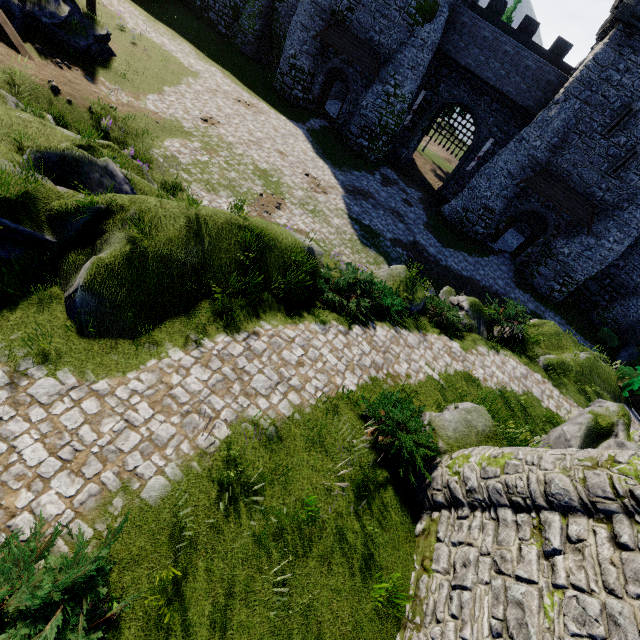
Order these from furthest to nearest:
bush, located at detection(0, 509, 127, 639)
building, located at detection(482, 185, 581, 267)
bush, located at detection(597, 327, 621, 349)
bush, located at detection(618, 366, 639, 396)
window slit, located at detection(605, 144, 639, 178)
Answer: bush, located at detection(597, 327, 621, 349), building, located at detection(482, 185, 581, 267), window slit, located at detection(605, 144, 639, 178), bush, located at detection(618, 366, 639, 396), bush, located at detection(0, 509, 127, 639)

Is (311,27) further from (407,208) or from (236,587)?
(236,587)

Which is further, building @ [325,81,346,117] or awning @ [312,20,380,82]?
building @ [325,81,346,117]

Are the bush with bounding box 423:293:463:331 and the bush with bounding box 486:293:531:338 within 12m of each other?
yes

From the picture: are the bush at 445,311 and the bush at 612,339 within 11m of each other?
no

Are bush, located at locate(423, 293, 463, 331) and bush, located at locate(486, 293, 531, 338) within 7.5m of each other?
yes

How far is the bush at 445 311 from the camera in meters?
13.3 m

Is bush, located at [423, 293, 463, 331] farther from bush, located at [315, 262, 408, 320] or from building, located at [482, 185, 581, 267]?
building, located at [482, 185, 581, 267]
